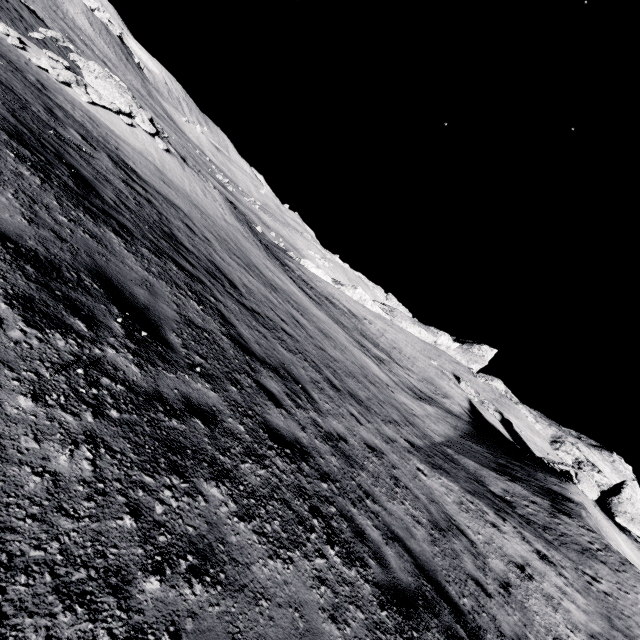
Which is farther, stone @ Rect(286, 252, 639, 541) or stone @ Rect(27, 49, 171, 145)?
stone @ Rect(286, 252, 639, 541)

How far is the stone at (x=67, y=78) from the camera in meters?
13.0 m

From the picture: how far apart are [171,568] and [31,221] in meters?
3.5

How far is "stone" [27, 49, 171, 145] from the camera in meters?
13.0

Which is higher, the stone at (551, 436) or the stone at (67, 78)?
the stone at (551, 436)

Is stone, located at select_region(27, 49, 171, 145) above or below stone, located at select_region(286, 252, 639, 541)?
below
